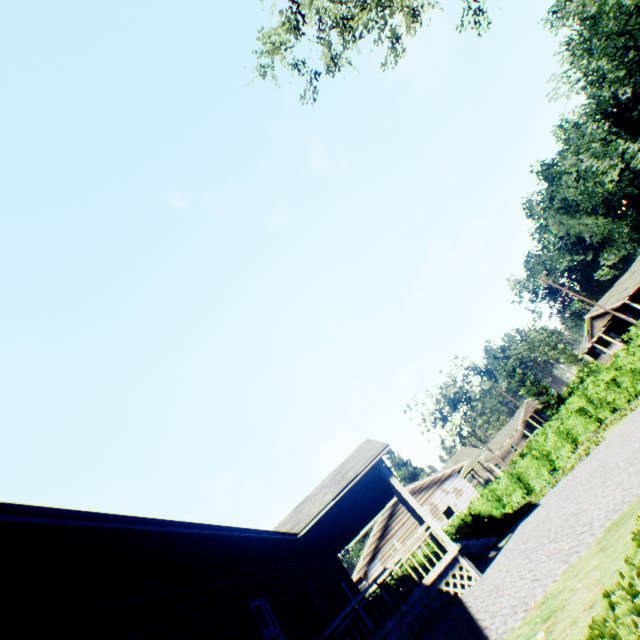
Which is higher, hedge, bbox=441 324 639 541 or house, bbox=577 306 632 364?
house, bbox=577 306 632 364

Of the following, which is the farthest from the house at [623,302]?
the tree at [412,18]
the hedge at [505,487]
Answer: the tree at [412,18]

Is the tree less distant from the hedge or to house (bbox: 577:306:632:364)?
the hedge

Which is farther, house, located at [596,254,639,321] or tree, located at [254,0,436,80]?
house, located at [596,254,639,321]

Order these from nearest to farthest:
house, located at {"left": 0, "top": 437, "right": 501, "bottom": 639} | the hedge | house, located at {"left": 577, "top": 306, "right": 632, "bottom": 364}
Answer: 1. house, located at {"left": 0, "top": 437, "right": 501, "bottom": 639}
2. the hedge
3. house, located at {"left": 577, "top": 306, "right": 632, "bottom": 364}

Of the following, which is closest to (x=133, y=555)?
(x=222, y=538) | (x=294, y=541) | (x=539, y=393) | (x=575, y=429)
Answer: (x=222, y=538)

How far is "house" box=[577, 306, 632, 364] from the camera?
42.89m

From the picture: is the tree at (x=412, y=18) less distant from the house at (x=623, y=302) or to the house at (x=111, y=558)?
the house at (x=111, y=558)
